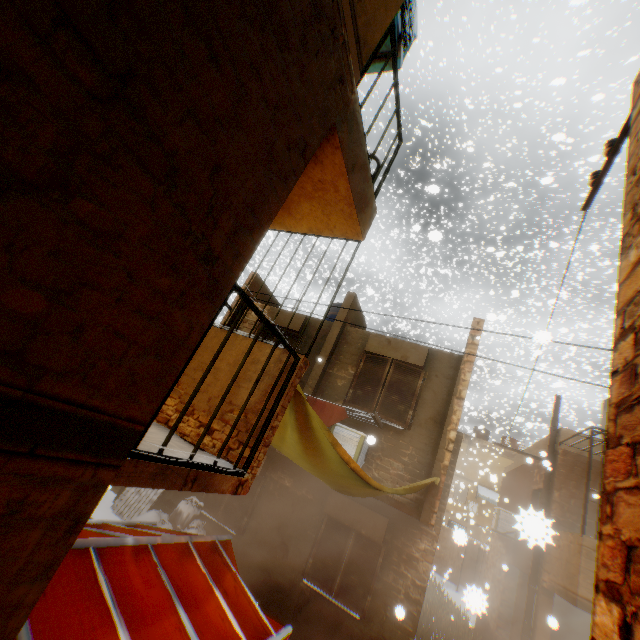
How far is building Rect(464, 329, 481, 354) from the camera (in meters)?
7.86

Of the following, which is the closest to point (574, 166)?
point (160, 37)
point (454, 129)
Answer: point (454, 129)

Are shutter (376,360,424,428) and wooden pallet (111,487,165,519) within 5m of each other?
no

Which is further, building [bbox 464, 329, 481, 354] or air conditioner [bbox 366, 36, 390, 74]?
building [bbox 464, 329, 481, 354]

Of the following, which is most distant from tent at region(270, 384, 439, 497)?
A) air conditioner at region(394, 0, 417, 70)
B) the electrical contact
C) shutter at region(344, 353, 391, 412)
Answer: the electrical contact

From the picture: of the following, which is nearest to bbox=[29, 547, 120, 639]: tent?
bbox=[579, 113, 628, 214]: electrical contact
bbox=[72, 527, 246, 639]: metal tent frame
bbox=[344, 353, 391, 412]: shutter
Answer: bbox=[72, 527, 246, 639]: metal tent frame

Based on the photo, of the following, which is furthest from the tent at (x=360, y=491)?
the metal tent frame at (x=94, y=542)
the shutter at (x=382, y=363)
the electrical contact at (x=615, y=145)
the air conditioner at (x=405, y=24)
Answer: the electrical contact at (x=615, y=145)

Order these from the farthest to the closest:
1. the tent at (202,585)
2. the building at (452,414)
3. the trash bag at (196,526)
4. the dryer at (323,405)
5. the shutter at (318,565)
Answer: the trash bag at (196,526)
the shutter at (318,565)
the dryer at (323,405)
the tent at (202,585)
the building at (452,414)
